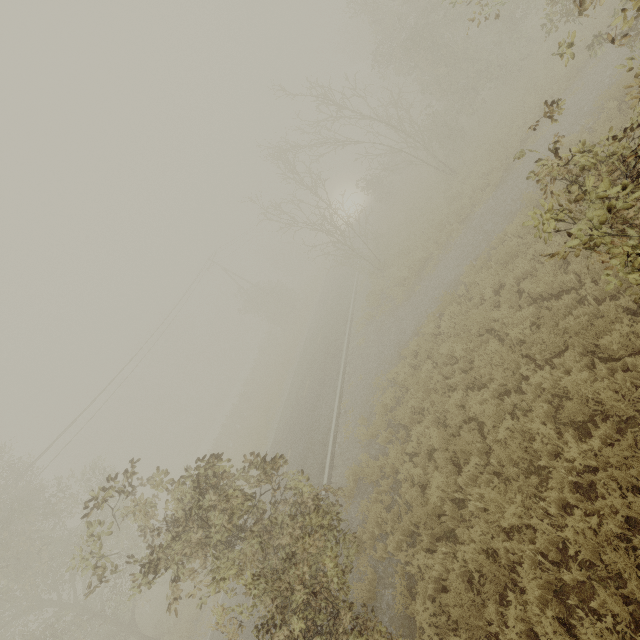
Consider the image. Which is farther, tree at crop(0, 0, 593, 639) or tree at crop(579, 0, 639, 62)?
tree at crop(0, 0, 593, 639)

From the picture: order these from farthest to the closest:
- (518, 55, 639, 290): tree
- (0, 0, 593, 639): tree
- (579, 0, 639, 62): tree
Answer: (0, 0, 593, 639): tree
(579, 0, 639, 62): tree
(518, 55, 639, 290): tree

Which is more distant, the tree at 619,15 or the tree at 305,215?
the tree at 305,215

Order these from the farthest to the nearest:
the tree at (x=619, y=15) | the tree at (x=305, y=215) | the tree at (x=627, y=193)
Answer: the tree at (x=305, y=215)
the tree at (x=619, y=15)
the tree at (x=627, y=193)

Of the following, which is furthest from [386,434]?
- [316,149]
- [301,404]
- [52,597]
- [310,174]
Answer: [52,597]
